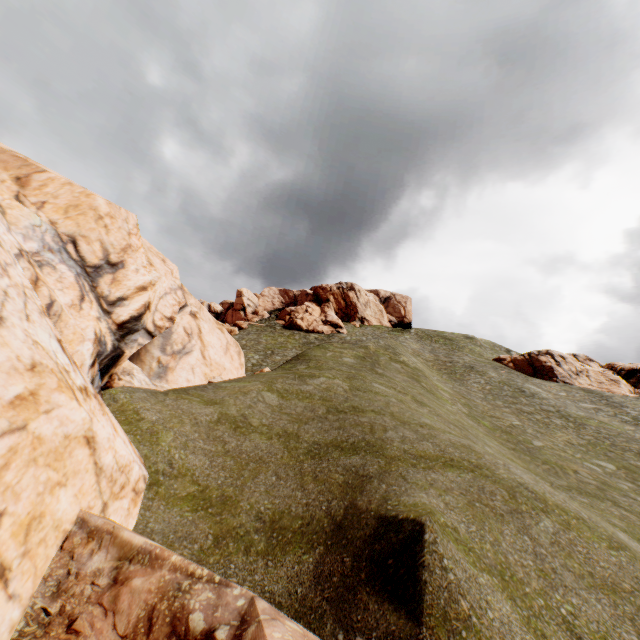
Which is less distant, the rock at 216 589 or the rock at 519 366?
the rock at 216 589

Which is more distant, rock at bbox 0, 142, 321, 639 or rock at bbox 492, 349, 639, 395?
rock at bbox 492, 349, 639, 395

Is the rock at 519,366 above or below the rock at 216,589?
above

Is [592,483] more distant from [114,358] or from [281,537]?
[114,358]

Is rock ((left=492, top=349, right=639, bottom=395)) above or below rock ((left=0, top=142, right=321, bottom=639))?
above
